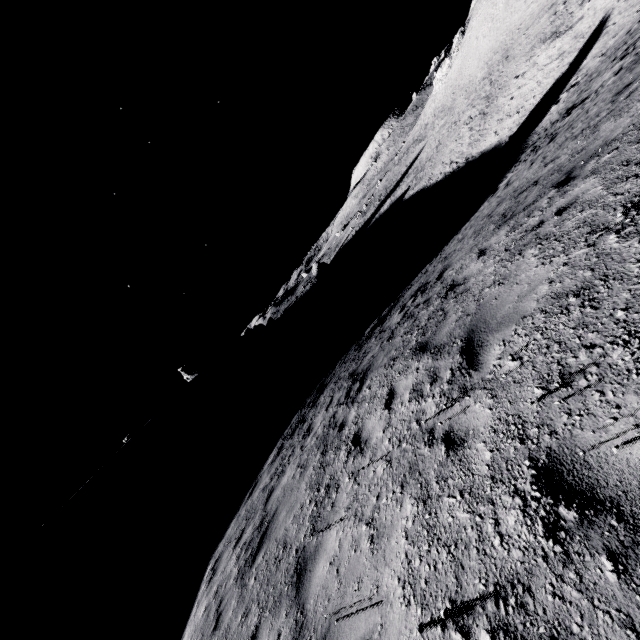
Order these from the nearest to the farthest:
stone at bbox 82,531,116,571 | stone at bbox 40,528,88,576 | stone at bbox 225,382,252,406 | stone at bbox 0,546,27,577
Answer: stone at bbox 82,531,116,571, stone at bbox 40,528,88,576, stone at bbox 0,546,27,577, stone at bbox 225,382,252,406

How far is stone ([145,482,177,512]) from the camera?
39.31m

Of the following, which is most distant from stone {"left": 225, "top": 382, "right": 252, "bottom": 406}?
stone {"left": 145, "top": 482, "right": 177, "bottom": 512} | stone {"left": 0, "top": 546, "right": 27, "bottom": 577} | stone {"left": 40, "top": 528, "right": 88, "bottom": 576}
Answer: stone {"left": 0, "top": 546, "right": 27, "bottom": 577}

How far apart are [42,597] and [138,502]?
12.66m

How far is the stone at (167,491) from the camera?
39.31m

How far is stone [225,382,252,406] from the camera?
57.3 meters

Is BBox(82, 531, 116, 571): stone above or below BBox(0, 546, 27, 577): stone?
below

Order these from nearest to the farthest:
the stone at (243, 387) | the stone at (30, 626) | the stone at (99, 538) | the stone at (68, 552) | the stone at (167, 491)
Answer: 1. the stone at (30, 626)
2. the stone at (99, 538)
3. the stone at (167, 491)
4. the stone at (68, 552)
5. the stone at (243, 387)
